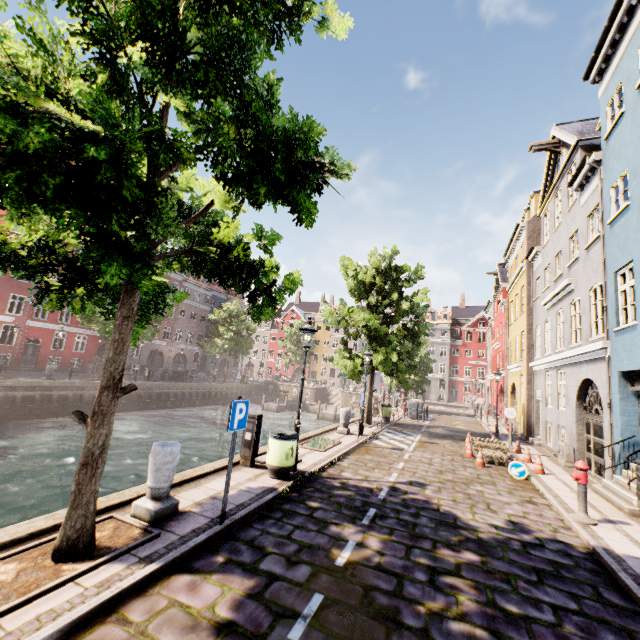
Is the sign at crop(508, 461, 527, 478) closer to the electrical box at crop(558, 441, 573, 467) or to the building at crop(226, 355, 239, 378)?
the electrical box at crop(558, 441, 573, 467)

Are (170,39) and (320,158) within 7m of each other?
yes

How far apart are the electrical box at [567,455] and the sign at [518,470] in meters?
3.5 m

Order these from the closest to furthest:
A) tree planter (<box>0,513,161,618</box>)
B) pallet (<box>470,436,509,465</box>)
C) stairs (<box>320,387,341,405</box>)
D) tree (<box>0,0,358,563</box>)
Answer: tree (<box>0,0,358,563</box>) < tree planter (<box>0,513,161,618</box>) < pallet (<box>470,436,509,465</box>) < stairs (<box>320,387,341,405</box>)

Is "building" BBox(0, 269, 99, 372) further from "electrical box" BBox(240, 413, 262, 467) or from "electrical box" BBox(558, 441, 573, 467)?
"electrical box" BBox(558, 441, 573, 467)

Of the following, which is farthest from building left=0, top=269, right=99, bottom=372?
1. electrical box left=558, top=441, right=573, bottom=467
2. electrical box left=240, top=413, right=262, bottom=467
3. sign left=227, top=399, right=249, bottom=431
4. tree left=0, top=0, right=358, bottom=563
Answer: electrical box left=558, top=441, right=573, bottom=467

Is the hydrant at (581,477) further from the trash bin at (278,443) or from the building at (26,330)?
the building at (26,330)

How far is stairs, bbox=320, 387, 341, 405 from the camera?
44.7m
